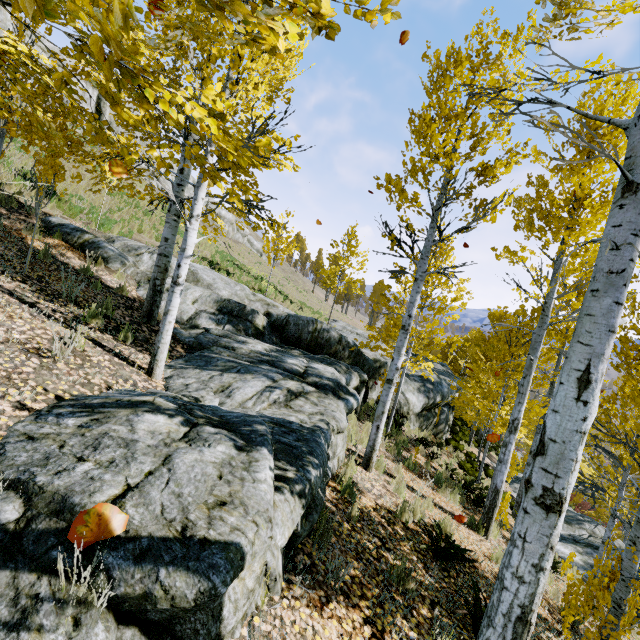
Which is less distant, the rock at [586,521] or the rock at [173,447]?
the rock at [173,447]

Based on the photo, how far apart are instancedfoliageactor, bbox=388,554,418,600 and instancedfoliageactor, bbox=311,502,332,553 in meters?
1.0

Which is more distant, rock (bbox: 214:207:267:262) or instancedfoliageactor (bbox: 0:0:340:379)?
rock (bbox: 214:207:267:262)

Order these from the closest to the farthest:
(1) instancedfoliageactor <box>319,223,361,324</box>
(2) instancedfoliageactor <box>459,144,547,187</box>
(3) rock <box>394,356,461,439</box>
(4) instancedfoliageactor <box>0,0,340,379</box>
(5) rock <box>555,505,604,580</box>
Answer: (4) instancedfoliageactor <box>0,0,340,379</box> < (2) instancedfoliageactor <box>459,144,547,187</box> < (5) rock <box>555,505,604,580</box> < (3) rock <box>394,356,461,439</box> < (1) instancedfoliageactor <box>319,223,361,324</box>

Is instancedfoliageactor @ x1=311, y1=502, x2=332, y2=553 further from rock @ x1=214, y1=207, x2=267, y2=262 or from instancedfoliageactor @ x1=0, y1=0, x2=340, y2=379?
rock @ x1=214, y1=207, x2=267, y2=262

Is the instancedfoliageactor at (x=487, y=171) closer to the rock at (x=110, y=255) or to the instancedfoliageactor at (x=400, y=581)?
the rock at (x=110, y=255)

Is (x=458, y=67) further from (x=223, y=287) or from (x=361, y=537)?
(x=223, y=287)

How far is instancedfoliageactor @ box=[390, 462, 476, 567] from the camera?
4.89m
